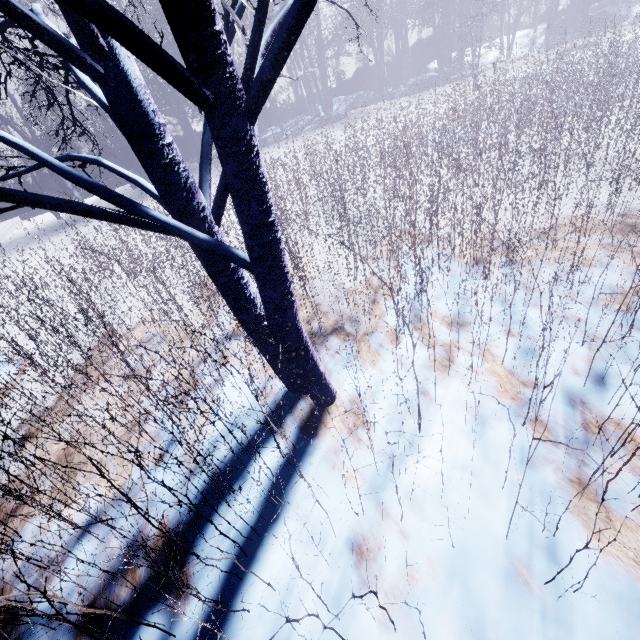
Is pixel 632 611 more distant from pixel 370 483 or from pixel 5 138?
pixel 5 138
